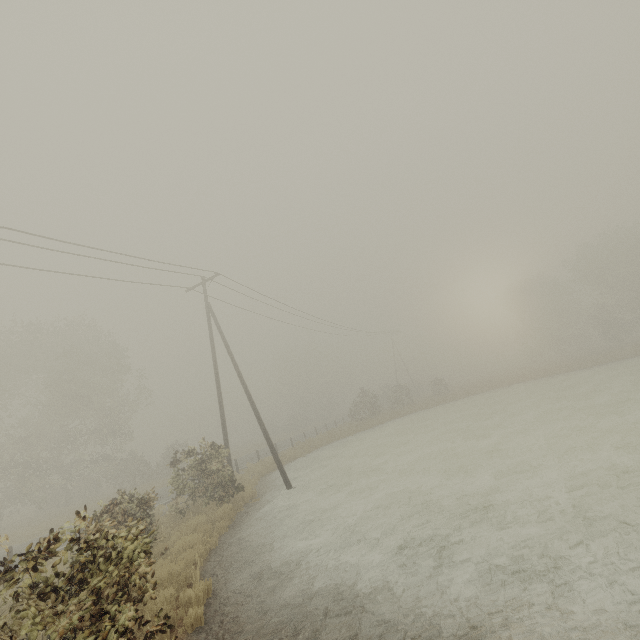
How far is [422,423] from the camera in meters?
26.0
